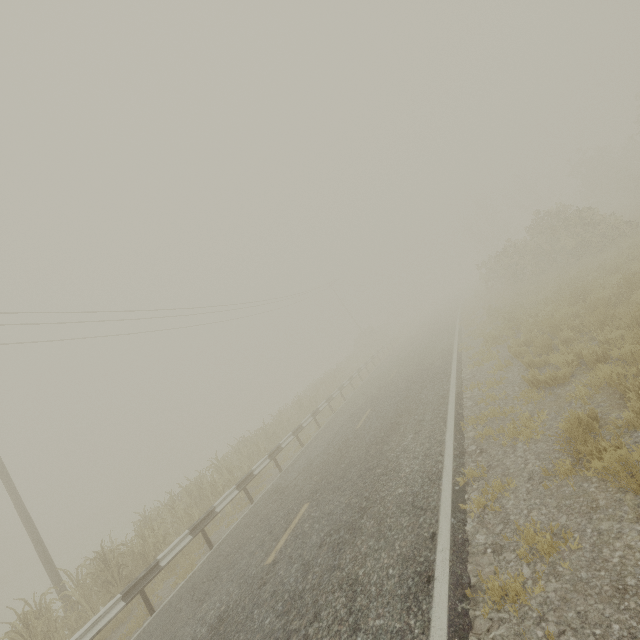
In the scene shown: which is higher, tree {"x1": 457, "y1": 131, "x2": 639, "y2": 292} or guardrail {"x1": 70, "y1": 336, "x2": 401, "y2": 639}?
tree {"x1": 457, "y1": 131, "x2": 639, "y2": 292}

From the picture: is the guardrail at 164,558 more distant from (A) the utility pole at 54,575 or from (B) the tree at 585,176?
(A) the utility pole at 54,575

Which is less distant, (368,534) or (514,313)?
(368,534)

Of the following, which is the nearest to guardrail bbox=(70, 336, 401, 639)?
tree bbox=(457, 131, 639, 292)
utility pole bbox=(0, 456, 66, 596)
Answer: tree bbox=(457, 131, 639, 292)

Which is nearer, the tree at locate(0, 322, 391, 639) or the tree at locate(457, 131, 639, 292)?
the tree at locate(0, 322, 391, 639)

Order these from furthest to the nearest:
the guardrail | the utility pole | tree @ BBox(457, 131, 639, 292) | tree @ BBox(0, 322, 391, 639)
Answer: tree @ BBox(457, 131, 639, 292)
the utility pole
tree @ BBox(0, 322, 391, 639)
the guardrail
